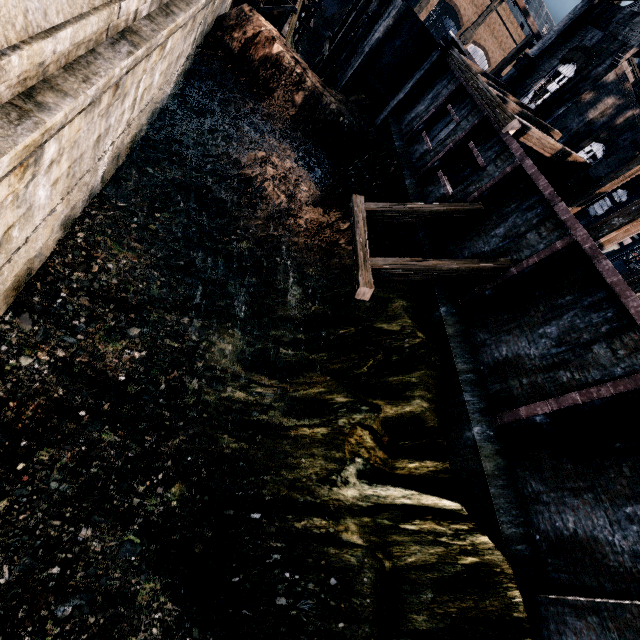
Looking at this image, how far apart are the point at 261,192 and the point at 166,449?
12.4 meters

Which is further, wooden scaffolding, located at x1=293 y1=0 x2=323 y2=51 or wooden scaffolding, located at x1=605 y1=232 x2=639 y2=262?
wooden scaffolding, located at x1=293 y1=0 x2=323 y2=51

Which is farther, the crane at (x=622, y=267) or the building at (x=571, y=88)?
the crane at (x=622, y=267)

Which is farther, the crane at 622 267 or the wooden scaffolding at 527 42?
the crane at 622 267

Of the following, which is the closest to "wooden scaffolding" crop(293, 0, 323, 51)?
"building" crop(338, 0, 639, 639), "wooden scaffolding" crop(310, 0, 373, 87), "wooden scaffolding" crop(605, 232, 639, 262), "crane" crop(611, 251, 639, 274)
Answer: "wooden scaffolding" crop(310, 0, 373, 87)

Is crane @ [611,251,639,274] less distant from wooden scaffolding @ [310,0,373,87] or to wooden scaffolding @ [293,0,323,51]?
wooden scaffolding @ [310,0,373,87]

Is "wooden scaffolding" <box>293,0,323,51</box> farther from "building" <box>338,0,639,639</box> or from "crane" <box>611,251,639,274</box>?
"crane" <box>611,251,639,274</box>
